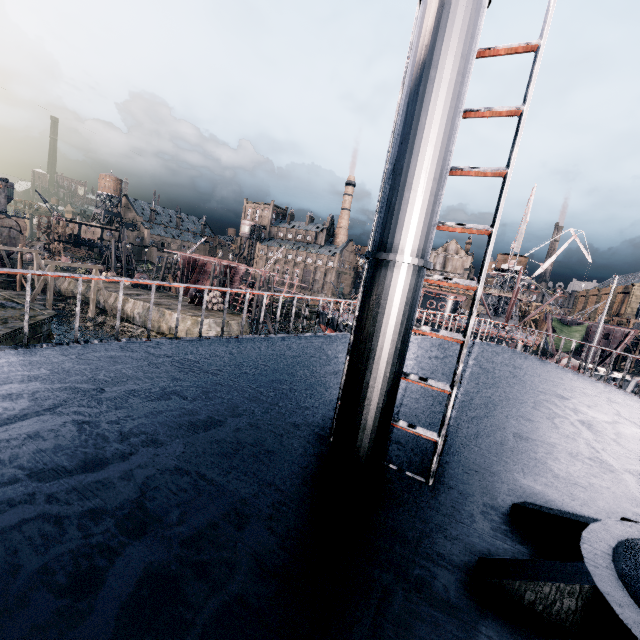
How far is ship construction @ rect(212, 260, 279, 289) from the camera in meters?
54.1 m

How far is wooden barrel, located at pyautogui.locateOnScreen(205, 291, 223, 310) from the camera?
46.16m

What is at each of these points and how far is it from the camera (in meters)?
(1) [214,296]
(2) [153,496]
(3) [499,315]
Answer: (1) wooden barrel, 46.38
(2) ship, 2.17
(3) crane, 58.78

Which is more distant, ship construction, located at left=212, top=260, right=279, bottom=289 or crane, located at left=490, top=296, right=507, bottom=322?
crane, located at left=490, top=296, right=507, bottom=322

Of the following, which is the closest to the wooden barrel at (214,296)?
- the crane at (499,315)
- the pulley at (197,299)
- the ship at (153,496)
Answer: the pulley at (197,299)

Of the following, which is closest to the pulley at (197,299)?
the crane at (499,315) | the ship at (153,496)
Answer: the ship at (153,496)

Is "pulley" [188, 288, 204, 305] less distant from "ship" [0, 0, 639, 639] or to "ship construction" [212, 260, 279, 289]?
"ship construction" [212, 260, 279, 289]

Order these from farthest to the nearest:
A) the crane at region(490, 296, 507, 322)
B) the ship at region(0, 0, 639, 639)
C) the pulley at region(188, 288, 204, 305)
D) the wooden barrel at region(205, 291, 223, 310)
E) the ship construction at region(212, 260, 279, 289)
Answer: the crane at region(490, 296, 507, 322) < the ship construction at region(212, 260, 279, 289) < the pulley at region(188, 288, 204, 305) < the wooden barrel at region(205, 291, 223, 310) < the ship at region(0, 0, 639, 639)
